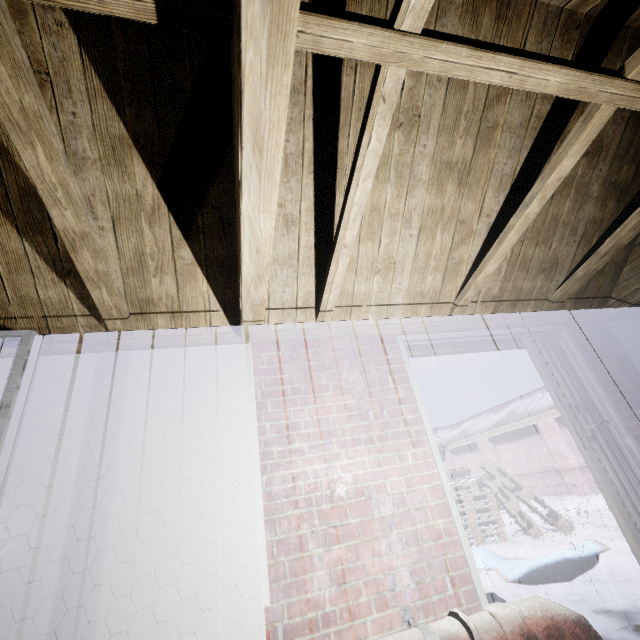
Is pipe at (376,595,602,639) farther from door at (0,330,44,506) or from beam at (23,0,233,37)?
beam at (23,0,233,37)

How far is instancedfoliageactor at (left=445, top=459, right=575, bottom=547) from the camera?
5.51m

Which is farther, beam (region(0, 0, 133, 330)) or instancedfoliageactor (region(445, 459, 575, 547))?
instancedfoliageactor (region(445, 459, 575, 547))

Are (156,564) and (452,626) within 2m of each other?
yes

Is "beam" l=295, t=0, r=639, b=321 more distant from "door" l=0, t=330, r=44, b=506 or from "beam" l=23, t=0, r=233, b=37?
"door" l=0, t=330, r=44, b=506

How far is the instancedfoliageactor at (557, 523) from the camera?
5.51m

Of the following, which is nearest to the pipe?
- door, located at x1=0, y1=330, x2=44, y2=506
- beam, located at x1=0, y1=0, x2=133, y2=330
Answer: door, located at x1=0, y1=330, x2=44, y2=506

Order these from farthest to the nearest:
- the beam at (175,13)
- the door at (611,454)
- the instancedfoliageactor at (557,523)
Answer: the instancedfoliageactor at (557,523), the door at (611,454), the beam at (175,13)
